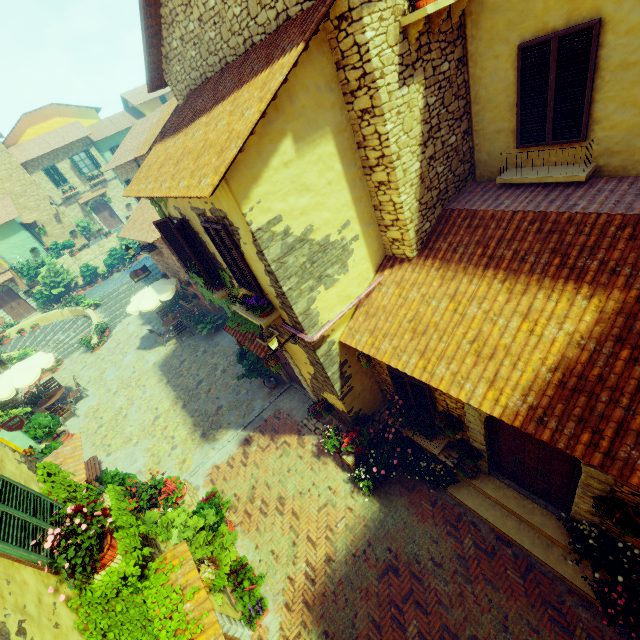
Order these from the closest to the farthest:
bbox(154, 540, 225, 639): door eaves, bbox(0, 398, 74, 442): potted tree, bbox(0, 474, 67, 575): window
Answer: bbox(0, 474, 67, 575): window
bbox(154, 540, 225, 639): door eaves
bbox(0, 398, 74, 442): potted tree

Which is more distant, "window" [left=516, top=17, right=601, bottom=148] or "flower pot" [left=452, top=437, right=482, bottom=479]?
"flower pot" [left=452, top=437, right=482, bottom=479]

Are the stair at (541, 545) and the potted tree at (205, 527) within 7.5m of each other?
yes

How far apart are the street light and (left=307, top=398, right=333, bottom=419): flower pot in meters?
2.8

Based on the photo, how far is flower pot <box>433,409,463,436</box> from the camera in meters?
6.6 m

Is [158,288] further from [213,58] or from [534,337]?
[534,337]

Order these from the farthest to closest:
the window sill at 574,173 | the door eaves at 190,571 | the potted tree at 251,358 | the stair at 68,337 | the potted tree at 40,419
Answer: the stair at 68,337 → the potted tree at 40,419 → the potted tree at 251,358 → the window sill at 574,173 → the door eaves at 190,571

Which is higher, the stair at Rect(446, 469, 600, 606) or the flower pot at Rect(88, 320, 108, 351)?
the flower pot at Rect(88, 320, 108, 351)
